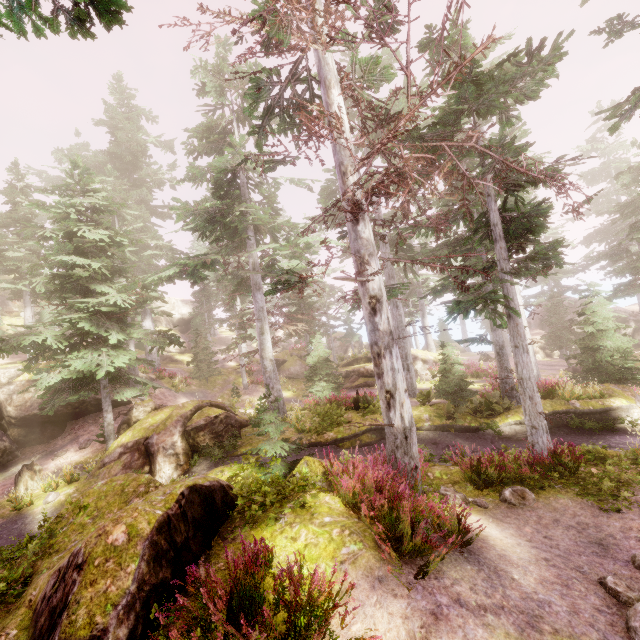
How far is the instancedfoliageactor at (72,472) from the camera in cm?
1449

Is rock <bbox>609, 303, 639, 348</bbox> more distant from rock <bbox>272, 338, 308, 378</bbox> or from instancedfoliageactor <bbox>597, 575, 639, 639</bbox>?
rock <bbox>272, 338, 308, 378</bbox>

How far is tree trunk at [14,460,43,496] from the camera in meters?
14.5 m

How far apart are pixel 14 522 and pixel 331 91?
18.7m

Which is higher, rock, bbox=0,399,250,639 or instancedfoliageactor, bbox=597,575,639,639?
rock, bbox=0,399,250,639

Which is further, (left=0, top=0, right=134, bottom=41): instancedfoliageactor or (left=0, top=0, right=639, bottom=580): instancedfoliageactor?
Answer: (left=0, top=0, right=639, bottom=580): instancedfoliageactor

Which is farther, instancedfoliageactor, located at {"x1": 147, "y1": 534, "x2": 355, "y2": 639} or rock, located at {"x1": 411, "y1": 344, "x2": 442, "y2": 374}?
rock, located at {"x1": 411, "y1": 344, "x2": 442, "y2": 374}

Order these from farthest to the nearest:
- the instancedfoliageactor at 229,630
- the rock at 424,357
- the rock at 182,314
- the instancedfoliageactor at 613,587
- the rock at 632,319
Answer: the rock at 182,314 → the rock at 632,319 → the rock at 424,357 → the instancedfoliageactor at 613,587 → the instancedfoliageactor at 229,630
